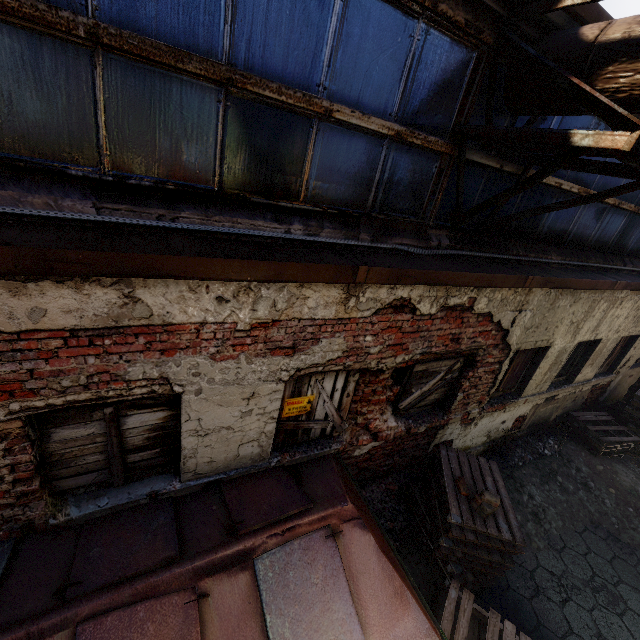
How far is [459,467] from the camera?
4.4m

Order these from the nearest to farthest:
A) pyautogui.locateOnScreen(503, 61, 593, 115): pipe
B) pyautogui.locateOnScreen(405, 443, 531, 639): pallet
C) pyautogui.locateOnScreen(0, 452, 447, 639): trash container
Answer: pyautogui.locateOnScreen(0, 452, 447, 639): trash container, pyautogui.locateOnScreen(503, 61, 593, 115): pipe, pyautogui.locateOnScreen(405, 443, 531, 639): pallet

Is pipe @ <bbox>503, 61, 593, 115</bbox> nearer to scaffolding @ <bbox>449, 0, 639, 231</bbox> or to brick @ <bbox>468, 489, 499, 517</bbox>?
scaffolding @ <bbox>449, 0, 639, 231</bbox>

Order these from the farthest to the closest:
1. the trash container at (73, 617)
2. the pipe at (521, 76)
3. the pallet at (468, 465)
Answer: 1. the pallet at (468, 465)
2. the pipe at (521, 76)
3. the trash container at (73, 617)

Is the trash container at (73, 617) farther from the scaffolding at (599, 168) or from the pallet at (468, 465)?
the scaffolding at (599, 168)

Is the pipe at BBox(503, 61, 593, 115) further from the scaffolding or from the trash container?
the trash container

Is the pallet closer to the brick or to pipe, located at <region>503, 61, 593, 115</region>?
the brick

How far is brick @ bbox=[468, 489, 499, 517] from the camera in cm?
376
